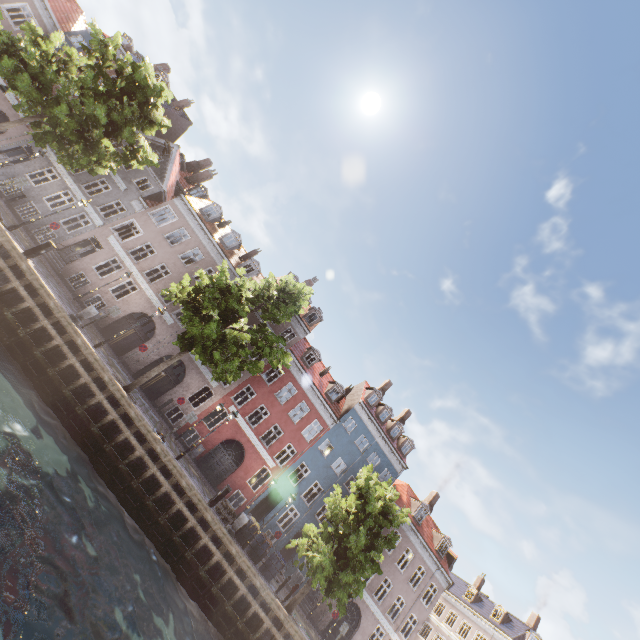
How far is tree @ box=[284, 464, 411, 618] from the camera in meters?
16.2

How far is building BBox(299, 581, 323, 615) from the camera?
24.59m

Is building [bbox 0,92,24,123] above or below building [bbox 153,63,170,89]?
below

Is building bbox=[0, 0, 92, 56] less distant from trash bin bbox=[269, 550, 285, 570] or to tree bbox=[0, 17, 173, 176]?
tree bbox=[0, 17, 173, 176]

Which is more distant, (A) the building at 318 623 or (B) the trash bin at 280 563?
(A) the building at 318 623

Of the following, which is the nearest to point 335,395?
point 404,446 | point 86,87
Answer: point 404,446

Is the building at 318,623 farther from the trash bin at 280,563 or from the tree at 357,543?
the trash bin at 280,563

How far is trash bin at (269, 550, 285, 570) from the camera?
17.98m
